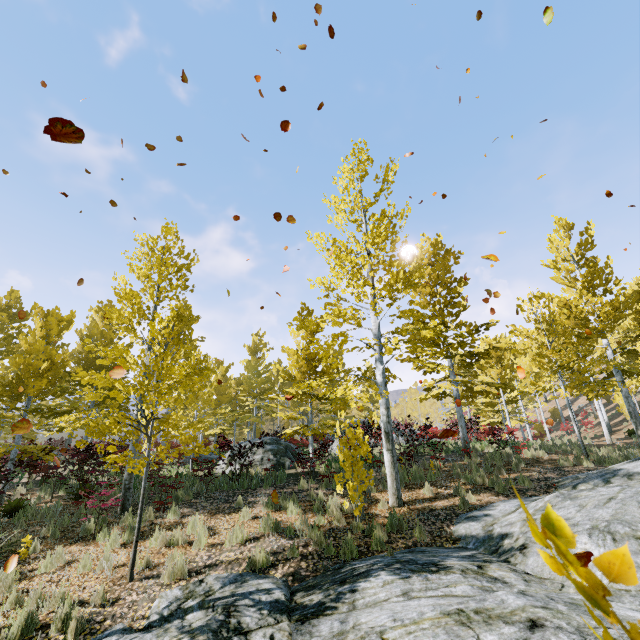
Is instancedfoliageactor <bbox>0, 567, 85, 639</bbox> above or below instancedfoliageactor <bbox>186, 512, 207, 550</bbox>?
below

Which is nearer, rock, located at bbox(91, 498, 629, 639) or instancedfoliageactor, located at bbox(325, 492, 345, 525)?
rock, located at bbox(91, 498, 629, 639)

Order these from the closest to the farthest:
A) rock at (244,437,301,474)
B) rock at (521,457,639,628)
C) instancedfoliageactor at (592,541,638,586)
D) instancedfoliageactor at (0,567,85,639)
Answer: instancedfoliageactor at (592,541,638,586) < rock at (521,457,639,628) < instancedfoliageactor at (0,567,85,639) < rock at (244,437,301,474)

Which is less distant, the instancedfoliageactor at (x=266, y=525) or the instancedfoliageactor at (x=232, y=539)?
the instancedfoliageactor at (x=232, y=539)

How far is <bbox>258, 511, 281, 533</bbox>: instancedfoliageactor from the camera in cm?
756

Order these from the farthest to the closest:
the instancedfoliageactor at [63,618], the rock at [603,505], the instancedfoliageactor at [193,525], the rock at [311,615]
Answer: the instancedfoliageactor at [193,525]
the instancedfoliageactor at [63,618]
the rock at [603,505]
the rock at [311,615]

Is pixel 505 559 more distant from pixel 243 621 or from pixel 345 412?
pixel 345 412
